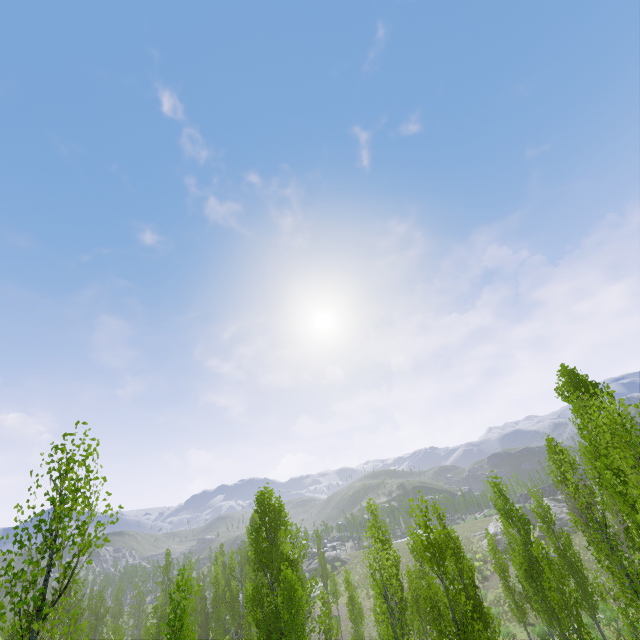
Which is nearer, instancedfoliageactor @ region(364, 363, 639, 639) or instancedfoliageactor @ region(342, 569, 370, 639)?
instancedfoliageactor @ region(364, 363, 639, 639)

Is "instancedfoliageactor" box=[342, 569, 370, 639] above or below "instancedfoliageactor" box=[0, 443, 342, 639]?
below

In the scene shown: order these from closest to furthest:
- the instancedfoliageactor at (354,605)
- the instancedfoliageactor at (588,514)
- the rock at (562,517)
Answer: the instancedfoliageactor at (588,514)
the instancedfoliageactor at (354,605)
the rock at (562,517)

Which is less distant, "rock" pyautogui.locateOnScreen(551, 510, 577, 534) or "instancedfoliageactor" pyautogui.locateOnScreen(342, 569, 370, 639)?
"instancedfoliageactor" pyautogui.locateOnScreen(342, 569, 370, 639)

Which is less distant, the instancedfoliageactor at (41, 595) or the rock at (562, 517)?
the instancedfoliageactor at (41, 595)

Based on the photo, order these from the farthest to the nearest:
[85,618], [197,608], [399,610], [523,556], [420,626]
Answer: [197,608] < [85,618] < [420,626] < [523,556] < [399,610]

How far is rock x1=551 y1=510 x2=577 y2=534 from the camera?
52.6m

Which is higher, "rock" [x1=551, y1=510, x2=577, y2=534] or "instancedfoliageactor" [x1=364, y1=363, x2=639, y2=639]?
"instancedfoliageactor" [x1=364, y1=363, x2=639, y2=639]
